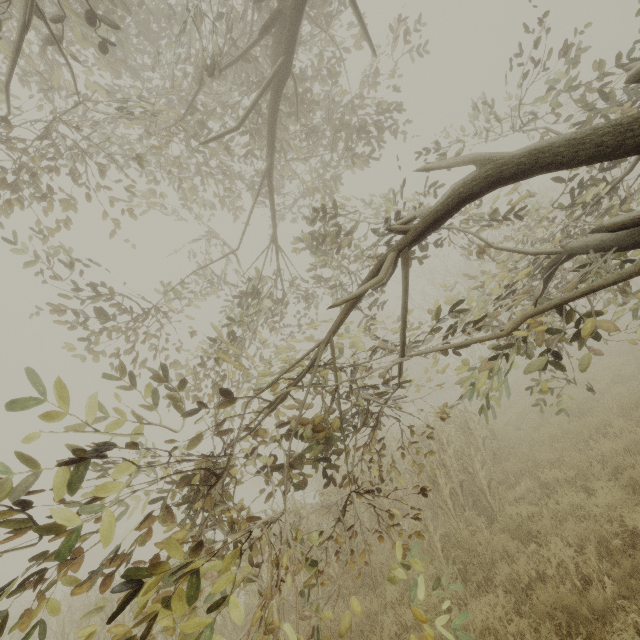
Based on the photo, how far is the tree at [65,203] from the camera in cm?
356

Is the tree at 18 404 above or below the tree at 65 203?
below

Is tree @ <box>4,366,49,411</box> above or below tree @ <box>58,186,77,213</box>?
below

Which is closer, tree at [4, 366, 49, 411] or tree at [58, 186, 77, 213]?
tree at [4, 366, 49, 411]

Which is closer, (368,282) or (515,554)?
(368,282)

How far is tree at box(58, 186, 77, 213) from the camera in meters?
3.6 m

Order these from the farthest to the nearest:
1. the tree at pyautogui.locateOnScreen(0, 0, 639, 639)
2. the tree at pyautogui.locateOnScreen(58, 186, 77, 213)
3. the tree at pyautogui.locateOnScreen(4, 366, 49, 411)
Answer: the tree at pyautogui.locateOnScreen(58, 186, 77, 213) < the tree at pyautogui.locateOnScreen(0, 0, 639, 639) < the tree at pyautogui.locateOnScreen(4, 366, 49, 411)
